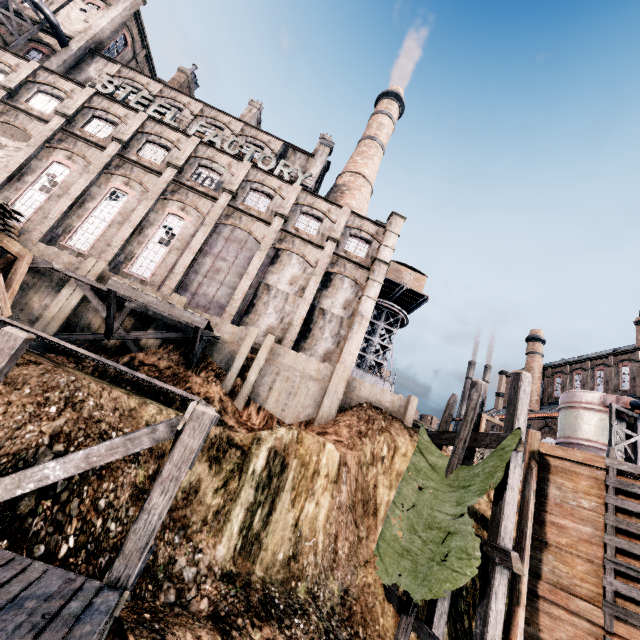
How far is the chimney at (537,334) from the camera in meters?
46.4 m

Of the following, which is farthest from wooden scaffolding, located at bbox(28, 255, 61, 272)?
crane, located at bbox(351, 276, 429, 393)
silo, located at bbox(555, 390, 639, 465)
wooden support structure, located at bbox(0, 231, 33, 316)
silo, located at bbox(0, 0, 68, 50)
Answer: silo, located at bbox(555, 390, 639, 465)

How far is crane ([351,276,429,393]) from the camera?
40.03m

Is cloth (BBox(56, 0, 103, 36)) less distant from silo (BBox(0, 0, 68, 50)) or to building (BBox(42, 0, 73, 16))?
building (BBox(42, 0, 73, 16))

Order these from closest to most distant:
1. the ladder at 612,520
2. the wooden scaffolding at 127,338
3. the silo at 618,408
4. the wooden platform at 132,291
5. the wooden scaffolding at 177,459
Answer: the wooden scaffolding at 177,459 < the ladder at 612,520 < the wooden platform at 132,291 < the wooden scaffolding at 127,338 < the silo at 618,408

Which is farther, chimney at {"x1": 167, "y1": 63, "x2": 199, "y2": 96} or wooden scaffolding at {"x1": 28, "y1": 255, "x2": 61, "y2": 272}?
chimney at {"x1": 167, "y1": 63, "x2": 199, "y2": 96}

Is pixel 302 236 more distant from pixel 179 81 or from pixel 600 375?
pixel 600 375

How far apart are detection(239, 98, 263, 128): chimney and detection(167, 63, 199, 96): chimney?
7.54m
